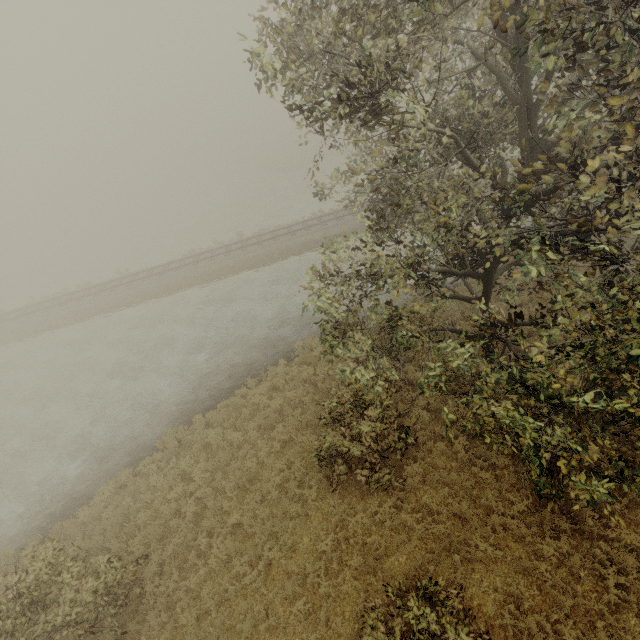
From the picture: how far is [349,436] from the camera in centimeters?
908cm
